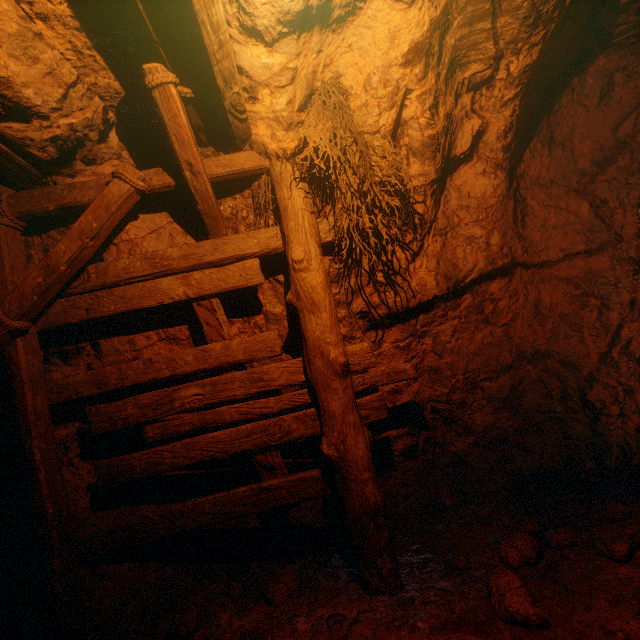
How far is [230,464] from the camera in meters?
3.4 m

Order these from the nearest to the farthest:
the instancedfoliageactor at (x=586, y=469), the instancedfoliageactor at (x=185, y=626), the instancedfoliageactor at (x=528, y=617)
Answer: the instancedfoliageactor at (x=528, y=617), the instancedfoliageactor at (x=185, y=626), the instancedfoliageactor at (x=586, y=469)

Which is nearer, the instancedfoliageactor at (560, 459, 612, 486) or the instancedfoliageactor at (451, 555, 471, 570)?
the instancedfoliageactor at (451, 555, 471, 570)

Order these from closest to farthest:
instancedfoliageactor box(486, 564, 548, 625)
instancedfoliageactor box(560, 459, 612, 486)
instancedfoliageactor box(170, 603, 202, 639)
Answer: instancedfoliageactor box(486, 564, 548, 625) → instancedfoliageactor box(170, 603, 202, 639) → instancedfoliageactor box(560, 459, 612, 486)

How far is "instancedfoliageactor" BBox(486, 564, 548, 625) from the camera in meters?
2.1 m

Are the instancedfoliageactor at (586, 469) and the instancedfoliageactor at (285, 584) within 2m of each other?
no

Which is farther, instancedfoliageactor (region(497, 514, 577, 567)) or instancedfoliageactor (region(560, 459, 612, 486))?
instancedfoliageactor (region(560, 459, 612, 486))

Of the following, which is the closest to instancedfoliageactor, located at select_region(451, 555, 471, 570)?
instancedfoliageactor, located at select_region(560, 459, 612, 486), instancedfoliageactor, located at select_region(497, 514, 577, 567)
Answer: instancedfoliageactor, located at select_region(497, 514, 577, 567)
